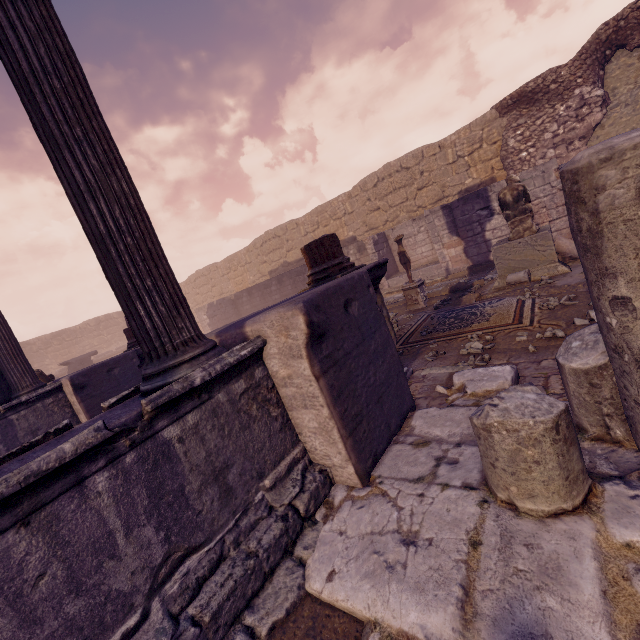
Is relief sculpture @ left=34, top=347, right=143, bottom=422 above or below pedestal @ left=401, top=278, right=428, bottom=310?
above

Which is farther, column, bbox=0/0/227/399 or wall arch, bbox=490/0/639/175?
wall arch, bbox=490/0/639/175

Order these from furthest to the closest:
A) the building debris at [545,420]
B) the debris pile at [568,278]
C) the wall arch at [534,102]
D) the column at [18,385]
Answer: the wall arch at [534,102] < the column at [18,385] < the debris pile at [568,278] < the building debris at [545,420]

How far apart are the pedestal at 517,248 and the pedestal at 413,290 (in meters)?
1.67

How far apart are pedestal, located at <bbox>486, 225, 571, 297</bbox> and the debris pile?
0.01m

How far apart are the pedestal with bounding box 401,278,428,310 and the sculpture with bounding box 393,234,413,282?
0.04m

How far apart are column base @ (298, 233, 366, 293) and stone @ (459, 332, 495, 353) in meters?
1.8

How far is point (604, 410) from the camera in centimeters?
201cm
